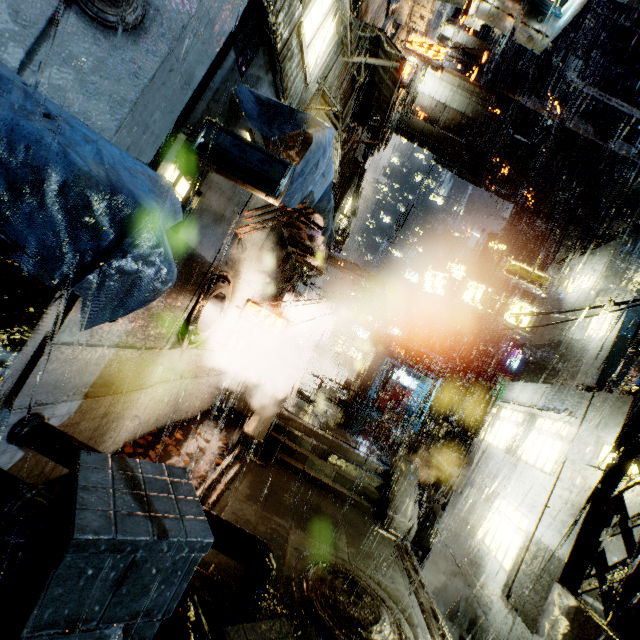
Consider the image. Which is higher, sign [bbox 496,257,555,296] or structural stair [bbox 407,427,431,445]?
sign [bbox 496,257,555,296]

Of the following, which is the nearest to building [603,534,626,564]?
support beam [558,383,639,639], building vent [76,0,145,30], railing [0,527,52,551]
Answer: building vent [76,0,145,30]

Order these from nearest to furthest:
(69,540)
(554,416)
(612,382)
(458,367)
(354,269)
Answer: (69,540)
(612,382)
(554,416)
(354,269)
(458,367)

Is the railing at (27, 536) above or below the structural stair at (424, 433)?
below

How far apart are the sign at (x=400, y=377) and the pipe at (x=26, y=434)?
29.5m

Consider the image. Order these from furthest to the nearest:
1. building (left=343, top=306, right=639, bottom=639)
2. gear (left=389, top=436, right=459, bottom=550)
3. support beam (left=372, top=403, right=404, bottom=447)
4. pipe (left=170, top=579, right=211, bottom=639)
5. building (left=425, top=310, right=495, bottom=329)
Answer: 1. building (left=425, top=310, right=495, bottom=329)
2. support beam (left=372, top=403, right=404, bottom=447)
3. gear (left=389, top=436, right=459, bottom=550)
4. building (left=343, top=306, right=639, bottom=639)
5. pipe (left=170, top=579, right=211, bottom=639)

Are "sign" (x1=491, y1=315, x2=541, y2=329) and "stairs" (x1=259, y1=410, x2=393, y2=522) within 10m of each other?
yes

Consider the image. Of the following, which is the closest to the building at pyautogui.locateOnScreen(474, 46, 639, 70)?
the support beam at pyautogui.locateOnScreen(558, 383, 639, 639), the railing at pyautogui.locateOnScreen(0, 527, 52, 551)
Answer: the support beam at pyautogui.locateOnScreen(558, 383, 639, 639)
